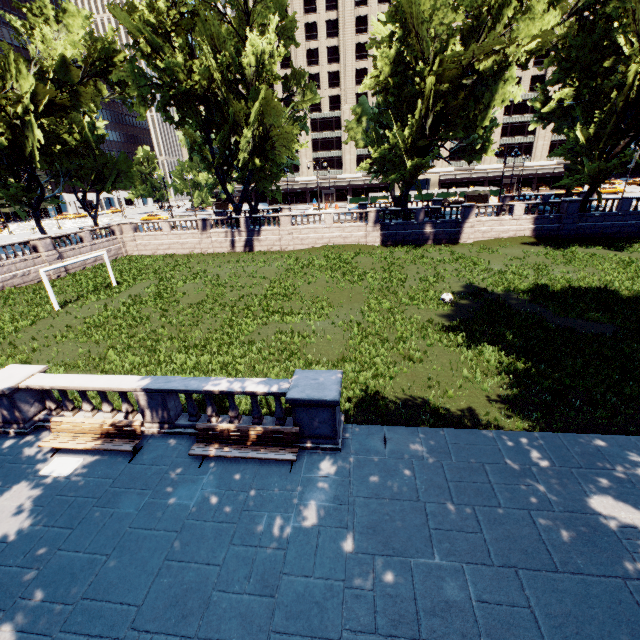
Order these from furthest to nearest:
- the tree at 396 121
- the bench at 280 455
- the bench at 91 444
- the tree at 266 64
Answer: the tree at 266 64 < the tree at 396 121 < the bench at 91 444 < the bench at 280 455

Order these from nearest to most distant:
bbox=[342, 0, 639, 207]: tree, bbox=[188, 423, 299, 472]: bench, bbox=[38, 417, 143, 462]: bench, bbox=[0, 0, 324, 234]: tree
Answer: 1. bbox=[188, 423, 299, 472]: bench
2. bbox=[38, 417, 143, 462]: bench
3. bbox=[342, 0, 639, 207]: tree
4. bbox=[0, 0, 324, 234]: tree

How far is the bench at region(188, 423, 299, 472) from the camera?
8.44m

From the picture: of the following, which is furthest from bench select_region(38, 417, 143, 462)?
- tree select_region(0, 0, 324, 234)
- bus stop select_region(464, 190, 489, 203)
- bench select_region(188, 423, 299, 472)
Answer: bus stop select_region(464, 190, 489, 203)

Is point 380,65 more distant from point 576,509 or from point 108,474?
point 108,474

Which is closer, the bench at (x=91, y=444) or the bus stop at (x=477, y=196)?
the bench at (x=91, y=444)

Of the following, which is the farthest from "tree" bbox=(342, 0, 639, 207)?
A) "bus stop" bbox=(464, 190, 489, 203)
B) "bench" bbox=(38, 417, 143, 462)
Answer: "bench" bbox=(38, 417, 143, 462)

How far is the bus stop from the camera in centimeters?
4647cm
